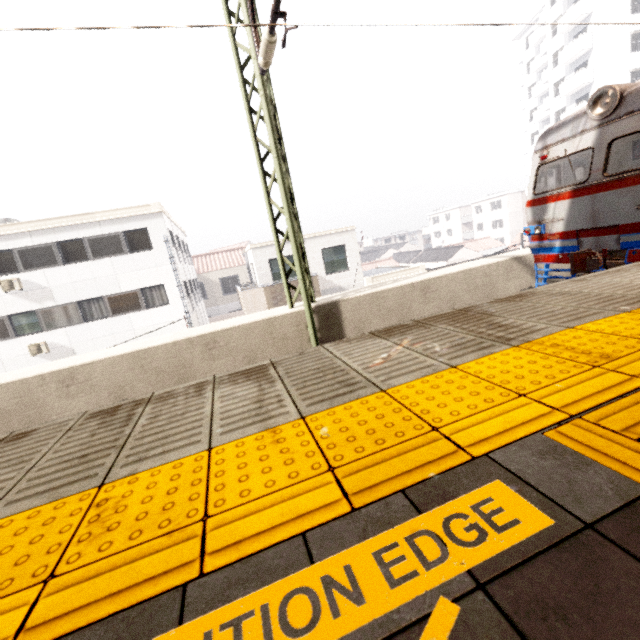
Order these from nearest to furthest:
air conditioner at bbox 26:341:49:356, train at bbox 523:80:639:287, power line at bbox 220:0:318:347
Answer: power line at bbox 220:0:318:347 → train at bbox 523:80:639:287 → air conditioner at bbox 26:341:49:356

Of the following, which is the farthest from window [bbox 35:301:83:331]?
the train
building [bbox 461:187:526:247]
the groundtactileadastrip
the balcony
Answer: building [bbox 461:187:526:247]

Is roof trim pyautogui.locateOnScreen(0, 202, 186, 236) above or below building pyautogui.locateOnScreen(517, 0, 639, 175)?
below

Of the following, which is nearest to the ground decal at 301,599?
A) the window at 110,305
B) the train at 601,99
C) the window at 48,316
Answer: the train at 601,99

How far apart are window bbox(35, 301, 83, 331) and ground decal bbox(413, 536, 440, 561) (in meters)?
19.57

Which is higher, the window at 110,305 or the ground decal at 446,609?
the window at 110,305

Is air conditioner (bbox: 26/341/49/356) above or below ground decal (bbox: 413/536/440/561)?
below

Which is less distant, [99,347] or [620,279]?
[620,279]
